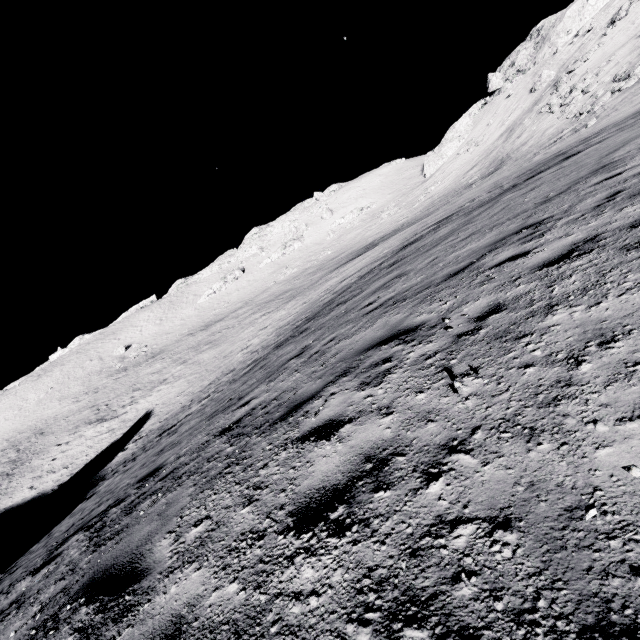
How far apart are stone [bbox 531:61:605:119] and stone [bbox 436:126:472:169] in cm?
2332

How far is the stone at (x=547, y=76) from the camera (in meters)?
43.72

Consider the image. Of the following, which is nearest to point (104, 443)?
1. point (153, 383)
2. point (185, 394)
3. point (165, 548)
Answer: point (185, 394)

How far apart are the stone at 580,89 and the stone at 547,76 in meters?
11.5

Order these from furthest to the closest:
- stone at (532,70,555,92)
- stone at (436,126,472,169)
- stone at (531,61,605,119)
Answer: stone at (436,126,472,169) < stone at (532,70,555,92) < stone at (531,61,605,119)

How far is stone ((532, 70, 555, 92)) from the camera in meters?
43.7

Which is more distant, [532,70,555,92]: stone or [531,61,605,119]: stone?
[532,70,555,92]: stone

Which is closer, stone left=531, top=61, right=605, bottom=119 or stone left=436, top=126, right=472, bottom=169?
stone left=531, top=61, right=605, bottom=119
